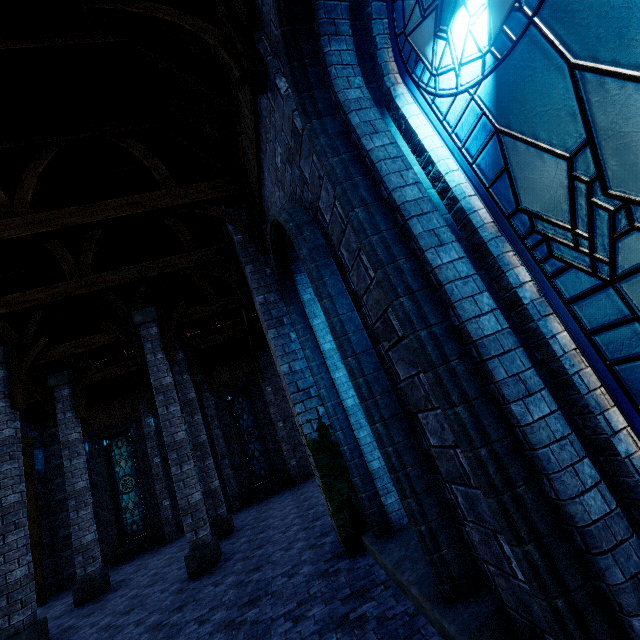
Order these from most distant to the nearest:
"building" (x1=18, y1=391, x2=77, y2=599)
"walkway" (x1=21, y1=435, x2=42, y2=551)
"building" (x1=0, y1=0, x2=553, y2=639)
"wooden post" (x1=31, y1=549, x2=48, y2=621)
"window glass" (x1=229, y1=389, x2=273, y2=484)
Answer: "window glass" (x1=229, y1=389, x2=273, y2=484) → "building" (x1=18, y1=391, x2=77, y2=599) → "walkway" (x1=21, y1=435, x2=42, y2=551) → "wooden post" (x1=31, y1=549, x2=48, y2=621) → "building" (x1=0, y1=0, x2=553, y2=639)

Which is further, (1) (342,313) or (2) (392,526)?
(2) (392,526)

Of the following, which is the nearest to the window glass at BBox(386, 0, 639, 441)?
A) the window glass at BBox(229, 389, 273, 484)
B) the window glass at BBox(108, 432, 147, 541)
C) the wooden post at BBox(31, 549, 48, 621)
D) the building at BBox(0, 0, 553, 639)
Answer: the building at BBox(0, 0, 553, 639)

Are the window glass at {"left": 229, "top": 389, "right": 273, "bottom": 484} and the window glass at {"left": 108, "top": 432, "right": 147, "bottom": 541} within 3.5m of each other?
no

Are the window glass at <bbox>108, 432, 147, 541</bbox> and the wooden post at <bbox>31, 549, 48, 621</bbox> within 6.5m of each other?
yes

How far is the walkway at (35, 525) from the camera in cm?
1244

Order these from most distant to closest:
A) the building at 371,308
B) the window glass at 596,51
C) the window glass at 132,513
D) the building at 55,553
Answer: the window glass at 132,513, the building at 55,553, the building at 371,308, the window glass at 596,51

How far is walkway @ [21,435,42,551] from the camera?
12.4m
